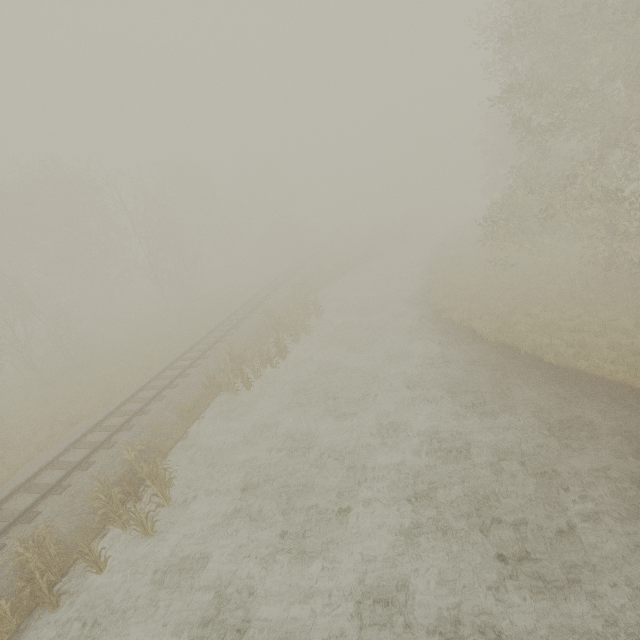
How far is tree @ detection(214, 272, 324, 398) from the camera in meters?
15.4

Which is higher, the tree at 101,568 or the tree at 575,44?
the tree at 575,44

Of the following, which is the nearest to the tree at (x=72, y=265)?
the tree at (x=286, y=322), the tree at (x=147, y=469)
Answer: the tree at (x=286, y=322)

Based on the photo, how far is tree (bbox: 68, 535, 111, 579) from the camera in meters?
8.1

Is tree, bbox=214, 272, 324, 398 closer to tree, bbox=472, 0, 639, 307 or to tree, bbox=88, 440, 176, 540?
tree, bbox=88, 440, 176, 540

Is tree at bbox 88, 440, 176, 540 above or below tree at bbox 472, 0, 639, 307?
below

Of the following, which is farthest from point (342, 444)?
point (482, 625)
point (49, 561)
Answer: point (49, 561)
